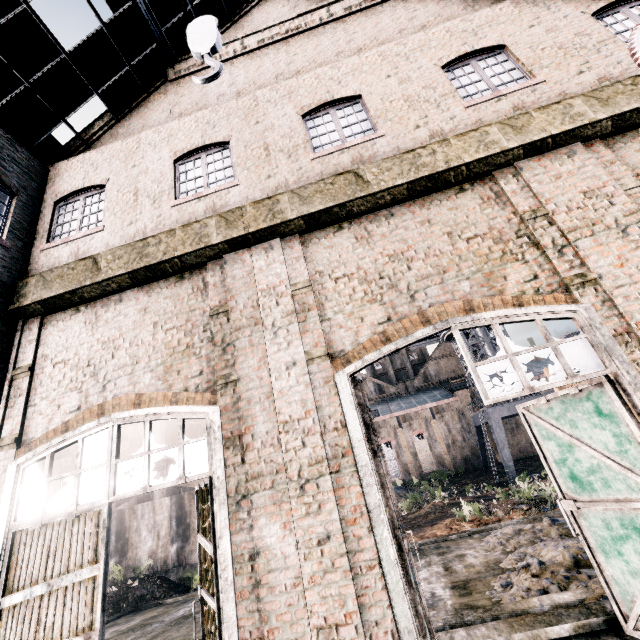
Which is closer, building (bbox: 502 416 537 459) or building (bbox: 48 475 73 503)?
building (bbox: 48 475 73 503)

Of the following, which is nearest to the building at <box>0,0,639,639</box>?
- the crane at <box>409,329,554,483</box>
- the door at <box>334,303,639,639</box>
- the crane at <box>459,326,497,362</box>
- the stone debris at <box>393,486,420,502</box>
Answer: the door at <box>334,303,639,639</box>

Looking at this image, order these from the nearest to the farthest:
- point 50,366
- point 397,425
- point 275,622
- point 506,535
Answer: point 275,622
point 50,366
point 506,535
point 397,425

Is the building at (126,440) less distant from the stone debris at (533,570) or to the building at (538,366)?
the building at (538,366)

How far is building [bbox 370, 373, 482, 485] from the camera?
46.6 meters

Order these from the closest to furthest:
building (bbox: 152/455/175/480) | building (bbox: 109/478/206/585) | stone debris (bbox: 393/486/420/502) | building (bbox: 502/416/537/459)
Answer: building (bbox: 109/478/206/585) → building (bbox: 152/455/175/480) → stone debris (bbox: 393/486/420/502) → building (bbox: 502/416/537/459)

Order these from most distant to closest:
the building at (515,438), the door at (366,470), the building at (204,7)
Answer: the building at (515,438) → the building at (204,7) → the door at (366,470)
